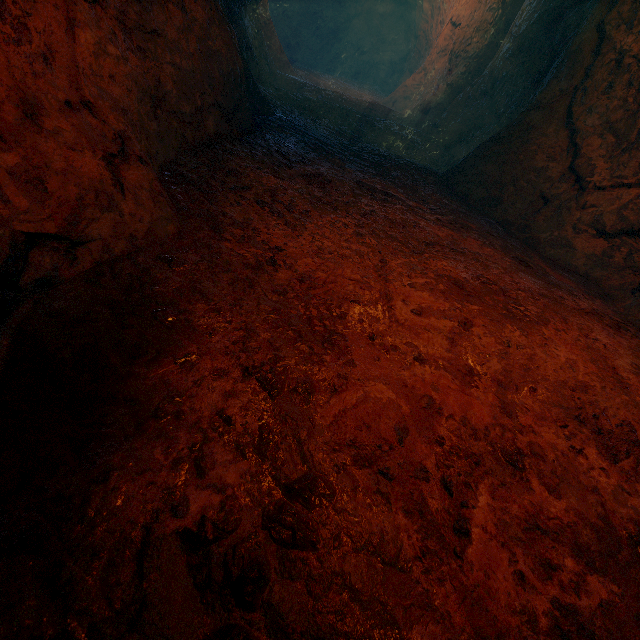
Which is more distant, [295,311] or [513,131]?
[513,131]
